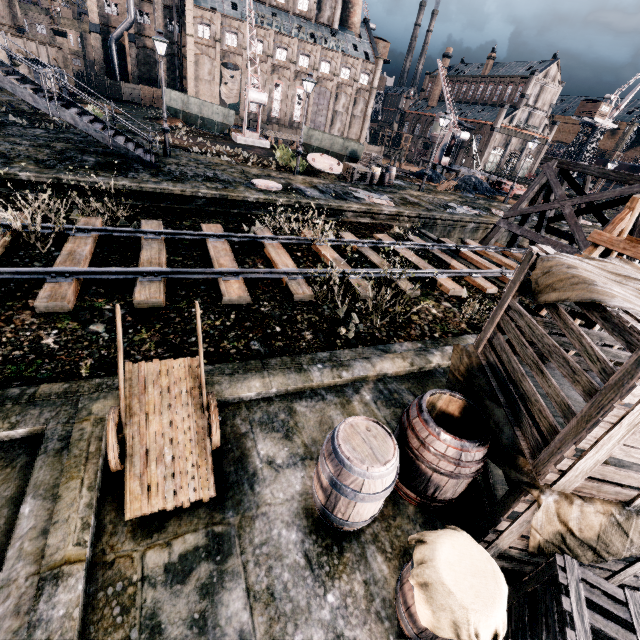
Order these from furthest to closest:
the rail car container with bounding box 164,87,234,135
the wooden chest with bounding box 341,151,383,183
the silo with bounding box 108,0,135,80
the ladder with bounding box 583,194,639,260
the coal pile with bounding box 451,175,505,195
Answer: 1. the silo with bounding box 108,0,135,80
2. the rail car container with bounding box 164,87,234,135
3. the coal pile with bounding box 451,175,505,195
4. the wooden chest with bounding box 341,151,383,183
5. the ladder with bounding box 583,194,639,260

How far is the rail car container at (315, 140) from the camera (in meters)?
28.06

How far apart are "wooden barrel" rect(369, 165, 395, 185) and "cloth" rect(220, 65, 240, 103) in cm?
4907

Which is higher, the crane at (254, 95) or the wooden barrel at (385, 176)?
the crane at (254, 95)

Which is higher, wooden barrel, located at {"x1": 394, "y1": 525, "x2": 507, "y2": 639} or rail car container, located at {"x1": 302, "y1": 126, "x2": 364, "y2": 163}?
rail car container, located at {"x1": 302, "y1": 126, "x2": 364, "y2": 163}

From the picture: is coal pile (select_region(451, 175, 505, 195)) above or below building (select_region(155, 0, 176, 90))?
below

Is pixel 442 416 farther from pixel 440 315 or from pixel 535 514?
pixel 440 315

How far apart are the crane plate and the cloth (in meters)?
45.08
